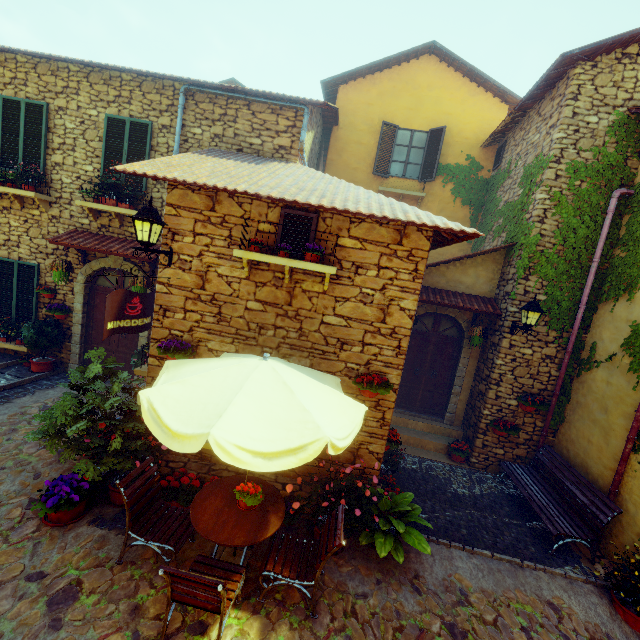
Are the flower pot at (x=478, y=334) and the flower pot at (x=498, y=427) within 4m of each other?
Result: yes

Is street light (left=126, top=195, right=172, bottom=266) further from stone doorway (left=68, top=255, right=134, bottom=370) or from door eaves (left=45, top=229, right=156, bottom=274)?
stone doorway (left=68, top=255, right=134, bottom=370)

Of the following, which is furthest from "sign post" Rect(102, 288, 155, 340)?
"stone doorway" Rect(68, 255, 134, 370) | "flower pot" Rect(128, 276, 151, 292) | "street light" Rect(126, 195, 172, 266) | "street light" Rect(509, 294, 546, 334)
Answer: "street light" Rect(509, 294, 546, 334)

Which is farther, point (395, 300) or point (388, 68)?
point (388, 68)

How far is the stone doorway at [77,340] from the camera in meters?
7.9 m

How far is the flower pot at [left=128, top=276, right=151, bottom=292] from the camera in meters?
7.2 m

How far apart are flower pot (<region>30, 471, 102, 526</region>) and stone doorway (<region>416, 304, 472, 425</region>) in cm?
599

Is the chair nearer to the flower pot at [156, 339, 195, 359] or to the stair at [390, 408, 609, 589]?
the stair at [390, 408, 609, 589]
